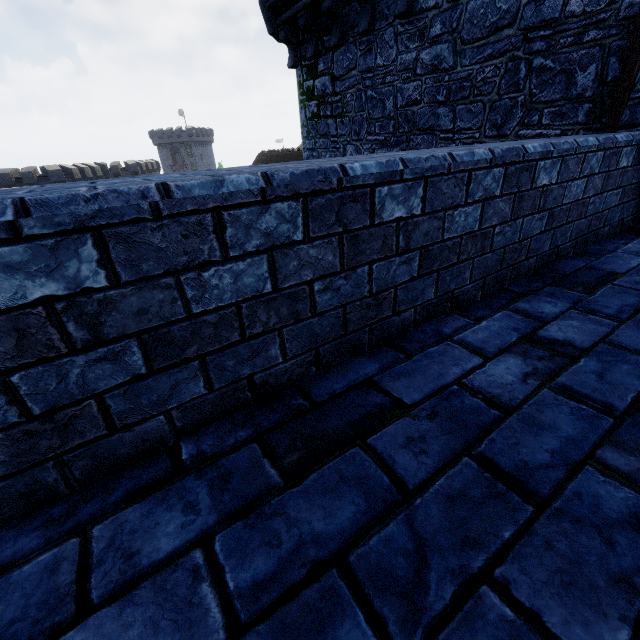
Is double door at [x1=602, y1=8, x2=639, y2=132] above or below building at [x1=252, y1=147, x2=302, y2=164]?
above

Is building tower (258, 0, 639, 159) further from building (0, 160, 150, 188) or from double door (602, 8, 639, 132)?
building (0, 160, 150, 188)

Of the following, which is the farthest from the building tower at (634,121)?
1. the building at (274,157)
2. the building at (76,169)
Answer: the building at (76,169)

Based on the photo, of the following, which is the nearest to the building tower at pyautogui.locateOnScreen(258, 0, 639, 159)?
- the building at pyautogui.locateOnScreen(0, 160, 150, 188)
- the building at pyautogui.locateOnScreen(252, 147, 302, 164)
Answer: the building at pyautogui.locateOnScreen(252, 147, 302, 164)

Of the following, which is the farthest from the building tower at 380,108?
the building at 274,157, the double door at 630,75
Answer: the building at 274,157

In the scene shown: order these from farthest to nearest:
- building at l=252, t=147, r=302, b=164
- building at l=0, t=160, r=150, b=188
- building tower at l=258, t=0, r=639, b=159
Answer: building at l=252, t=147, r=302, b=164
building at l=0, t=160, r=150, b=188
building tower at l=258, t=0, r=639, b=159

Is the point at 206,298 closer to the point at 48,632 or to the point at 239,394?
the point at 239,394

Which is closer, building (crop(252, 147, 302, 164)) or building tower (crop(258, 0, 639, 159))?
building tower (crop(258, 0, 639, 159))
